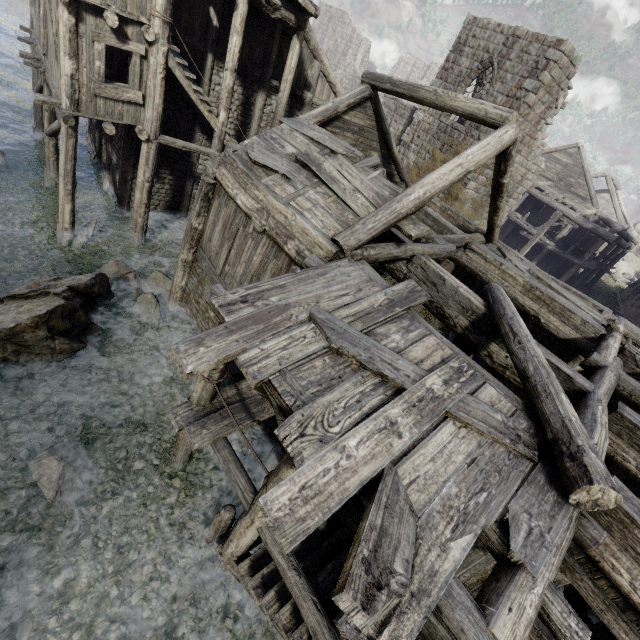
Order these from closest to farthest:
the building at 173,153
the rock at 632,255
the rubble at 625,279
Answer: the building at 173,153 → the rubble at 625,279 → the rock at 632,255

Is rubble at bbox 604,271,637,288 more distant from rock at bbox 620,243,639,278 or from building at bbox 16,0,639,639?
building at bbox 16,0,639,639

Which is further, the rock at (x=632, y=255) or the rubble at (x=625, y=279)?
the rock at (x=632, y=255)

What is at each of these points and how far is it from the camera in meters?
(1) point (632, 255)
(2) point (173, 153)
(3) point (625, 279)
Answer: (1) rock, 39.7
(2) building, 13.8
(3) rubble, 35.2

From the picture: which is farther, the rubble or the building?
the rubble

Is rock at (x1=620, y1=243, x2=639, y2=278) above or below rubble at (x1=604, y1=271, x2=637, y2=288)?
above

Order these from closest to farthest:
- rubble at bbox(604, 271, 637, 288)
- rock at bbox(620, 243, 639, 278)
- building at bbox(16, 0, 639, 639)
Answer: building at bbox(16, 0, 639, 639), rubble at bbox(604, 271, 637, 288), rock at bbox(620, 243, 639, 278)
